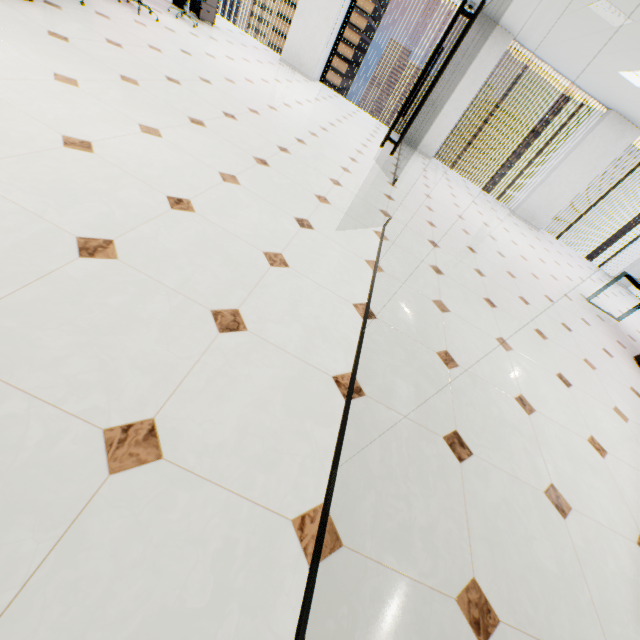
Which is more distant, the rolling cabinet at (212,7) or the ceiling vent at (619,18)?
the rolling cabinet at (212,7)

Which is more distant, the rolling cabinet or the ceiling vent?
the rolling cabinet

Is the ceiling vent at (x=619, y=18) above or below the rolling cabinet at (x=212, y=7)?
above

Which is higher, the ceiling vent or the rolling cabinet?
the ceiling vent

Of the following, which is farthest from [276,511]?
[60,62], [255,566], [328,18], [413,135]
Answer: [328,18]
